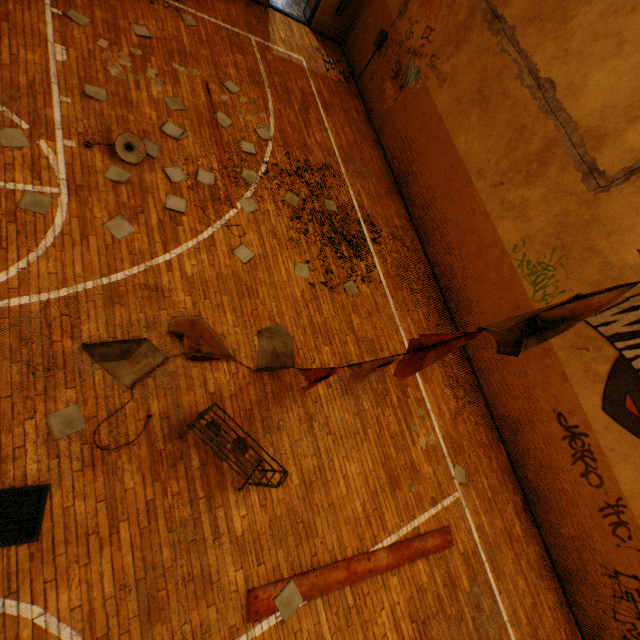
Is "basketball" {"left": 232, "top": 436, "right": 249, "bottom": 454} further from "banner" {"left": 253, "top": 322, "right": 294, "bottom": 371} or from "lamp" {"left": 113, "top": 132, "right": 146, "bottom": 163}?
"lamp" {"left": 113, "top": 132, "right": 146, "bottom": 163}

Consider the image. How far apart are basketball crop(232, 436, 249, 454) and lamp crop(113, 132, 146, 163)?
5.0 meters

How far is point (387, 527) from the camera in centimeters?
556cm

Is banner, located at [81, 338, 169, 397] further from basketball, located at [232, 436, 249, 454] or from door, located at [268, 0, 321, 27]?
door, located at [268, 0, 321, 27]

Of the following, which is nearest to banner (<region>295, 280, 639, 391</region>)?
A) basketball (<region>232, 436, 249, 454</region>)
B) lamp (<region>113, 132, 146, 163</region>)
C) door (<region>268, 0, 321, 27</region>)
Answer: basketball (<region>232, 436, 249, 454</region>)

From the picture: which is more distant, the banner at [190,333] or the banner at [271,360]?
the banner at [271,360]

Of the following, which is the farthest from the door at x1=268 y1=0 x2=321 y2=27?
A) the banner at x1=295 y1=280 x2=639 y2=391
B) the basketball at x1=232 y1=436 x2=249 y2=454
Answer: the basketball at x1=232 y1=436 x2=249 y2=454

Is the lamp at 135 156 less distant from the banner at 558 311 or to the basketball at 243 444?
the banner at 558 311
